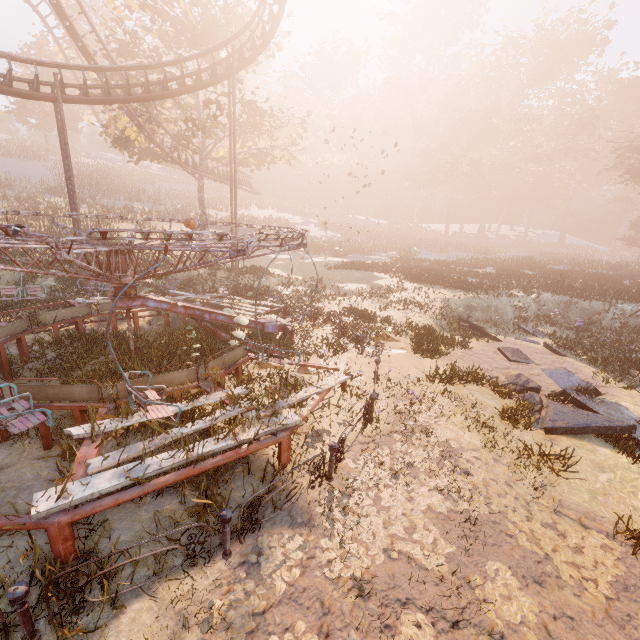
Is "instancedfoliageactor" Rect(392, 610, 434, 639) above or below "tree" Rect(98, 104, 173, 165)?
below

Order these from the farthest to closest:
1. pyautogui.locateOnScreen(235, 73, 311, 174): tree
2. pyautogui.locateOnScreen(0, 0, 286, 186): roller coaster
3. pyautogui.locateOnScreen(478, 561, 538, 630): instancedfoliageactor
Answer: pyautogui.locateOnScreen(235, 73, 311, 174): tree, pyautogui.locateOnScreen(0, 0, 286, 186): roller coaster, pyautogui.locateOnScreen(478, 561, 538, 630): instancedfoliageactor

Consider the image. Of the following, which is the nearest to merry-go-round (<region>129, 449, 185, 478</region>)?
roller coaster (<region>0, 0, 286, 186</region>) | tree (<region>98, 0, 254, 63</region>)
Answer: roller coaster (<region>0, 0, 286, 186</region>)

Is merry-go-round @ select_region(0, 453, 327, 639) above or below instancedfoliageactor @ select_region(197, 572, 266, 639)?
above

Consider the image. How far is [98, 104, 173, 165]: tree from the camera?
23.27m

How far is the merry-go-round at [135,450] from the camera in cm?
484

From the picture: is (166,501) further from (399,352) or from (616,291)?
(616,291)

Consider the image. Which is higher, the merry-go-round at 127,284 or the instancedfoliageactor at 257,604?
the merry-go-round at 127,284
